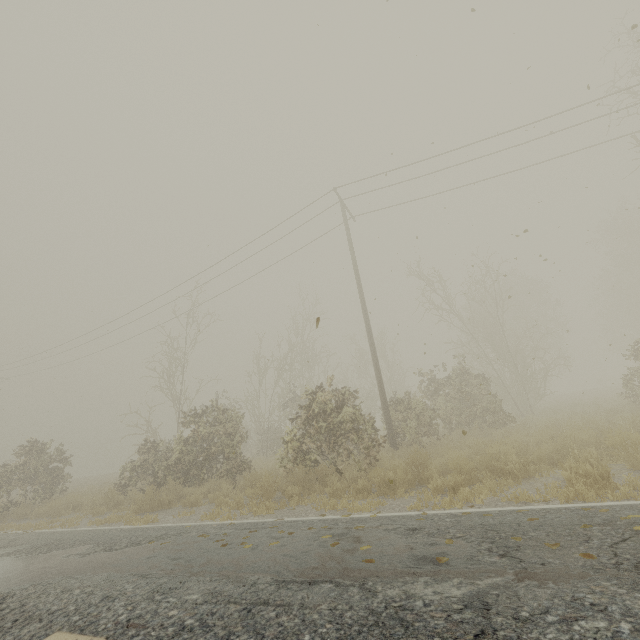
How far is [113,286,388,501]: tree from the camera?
9.80m

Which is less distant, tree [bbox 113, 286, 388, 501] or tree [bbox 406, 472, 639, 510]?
tree [bbox 406, 472, 639, 510]

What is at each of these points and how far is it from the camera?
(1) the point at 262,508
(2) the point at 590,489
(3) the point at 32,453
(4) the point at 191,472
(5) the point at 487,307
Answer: (1) tree, 7.39m
(2) tree, 4.64m
(3) tree, 14.88m
(4) tree, 12.58m
(5) tree, 26.94m

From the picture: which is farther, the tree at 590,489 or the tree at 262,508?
the tree at 262,508

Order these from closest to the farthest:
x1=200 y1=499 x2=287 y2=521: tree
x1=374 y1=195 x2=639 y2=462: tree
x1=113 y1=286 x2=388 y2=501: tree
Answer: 1. x1=200 y1=499 x2=287 y2=521: tree
2. x1=113 y1=286 x2=388 y2=501: tree
3. x1=374 y1=195 x2=639 y2=462: tree

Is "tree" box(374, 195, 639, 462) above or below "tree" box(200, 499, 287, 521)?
above

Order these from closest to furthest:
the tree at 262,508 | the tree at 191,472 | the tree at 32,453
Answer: the tree at 262,508 → the tree at 191,472 → the tree at 32,453
